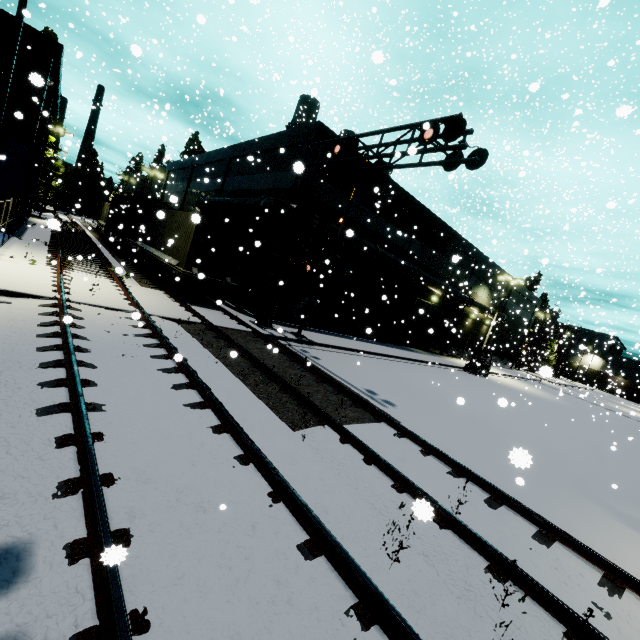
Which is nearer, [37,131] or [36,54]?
[36,54]

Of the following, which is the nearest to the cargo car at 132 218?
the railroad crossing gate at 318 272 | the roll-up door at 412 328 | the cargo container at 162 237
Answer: the cargo container at 162 237

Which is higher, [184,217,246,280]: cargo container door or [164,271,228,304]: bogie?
[184,217,246,280]: cargo container door

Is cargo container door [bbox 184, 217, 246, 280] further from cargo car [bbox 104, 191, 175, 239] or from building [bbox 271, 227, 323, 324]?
cargo car [bbox 104, 191, 175, 239]

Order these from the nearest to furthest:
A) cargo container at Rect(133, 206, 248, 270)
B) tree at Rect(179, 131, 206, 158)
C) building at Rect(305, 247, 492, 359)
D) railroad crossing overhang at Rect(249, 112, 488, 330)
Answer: railroad crossing overhang at Rect(249, 112, 488, 330) → cargo container at Rect(133, 206, 248, 270) → building at Rect(305, 247, 492, 359) → tree at Rect(179, 131, 206, 158)

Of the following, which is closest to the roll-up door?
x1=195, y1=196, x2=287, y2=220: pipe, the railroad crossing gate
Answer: x1=195, y1=196, x2=287, y2=220: pipe

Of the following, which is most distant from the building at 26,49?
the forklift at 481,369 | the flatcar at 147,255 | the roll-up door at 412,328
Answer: the forklift at 481,369

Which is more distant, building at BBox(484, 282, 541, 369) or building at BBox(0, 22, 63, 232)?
building at BBox(484, 282, 541, 369)
